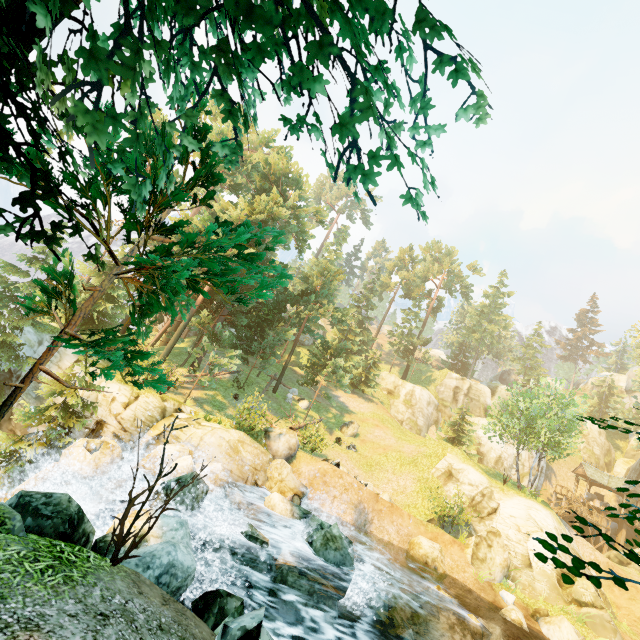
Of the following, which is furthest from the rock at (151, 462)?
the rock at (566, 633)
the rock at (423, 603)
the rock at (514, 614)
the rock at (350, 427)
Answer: the rock at (566, 633)

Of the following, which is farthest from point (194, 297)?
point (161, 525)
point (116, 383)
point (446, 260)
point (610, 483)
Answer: point (610, 483)

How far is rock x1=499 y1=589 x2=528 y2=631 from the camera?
15.0 meters

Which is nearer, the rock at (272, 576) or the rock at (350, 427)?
the rock at (272, 576)

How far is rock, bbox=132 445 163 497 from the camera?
14.2m

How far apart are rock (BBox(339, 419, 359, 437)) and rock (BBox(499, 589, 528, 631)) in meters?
15.5

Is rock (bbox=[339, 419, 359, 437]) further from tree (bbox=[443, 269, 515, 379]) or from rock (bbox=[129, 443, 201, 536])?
rock (bbox=[129, 443, 201, 536])

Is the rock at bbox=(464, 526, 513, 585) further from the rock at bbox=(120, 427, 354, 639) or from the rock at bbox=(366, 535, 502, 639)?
the rock at bbox=(120, 427, 354, 639)
